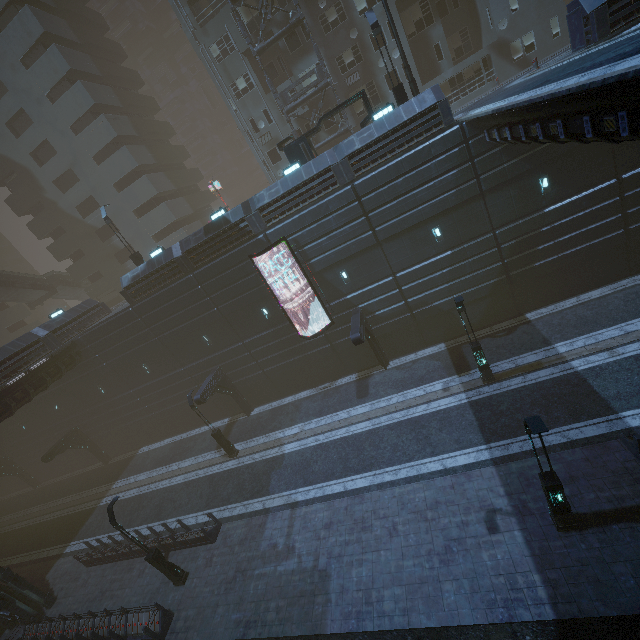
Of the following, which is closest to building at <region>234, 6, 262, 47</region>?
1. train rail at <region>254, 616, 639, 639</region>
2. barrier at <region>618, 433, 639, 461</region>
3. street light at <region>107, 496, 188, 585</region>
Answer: train rail at <region>254, 616, 639, 639</region>

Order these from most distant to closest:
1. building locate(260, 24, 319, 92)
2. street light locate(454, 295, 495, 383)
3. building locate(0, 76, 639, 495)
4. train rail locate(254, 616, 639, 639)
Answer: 1. building locate(260, 24, 319, 92)
2. building locate(0, 76, 639, 495)
3. street light locate(454, 295, 495, 383)
4. train rail locate(254, 616, 639, 639)

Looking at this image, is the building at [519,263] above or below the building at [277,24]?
below

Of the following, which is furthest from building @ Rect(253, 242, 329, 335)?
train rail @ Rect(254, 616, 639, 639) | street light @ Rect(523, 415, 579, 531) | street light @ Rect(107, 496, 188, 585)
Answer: street light @ Rect(523, 415, 579, 531)

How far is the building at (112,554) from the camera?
18.98m

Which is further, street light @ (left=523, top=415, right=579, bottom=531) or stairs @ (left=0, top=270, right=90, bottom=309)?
stairs @ (left=0, top=270, right=90, bottom=309)

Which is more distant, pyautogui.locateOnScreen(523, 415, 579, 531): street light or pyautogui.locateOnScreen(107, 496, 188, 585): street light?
pyautogui.locateOnScreen(107, 496, 188, 585): street light

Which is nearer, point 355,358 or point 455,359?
point 455,359
